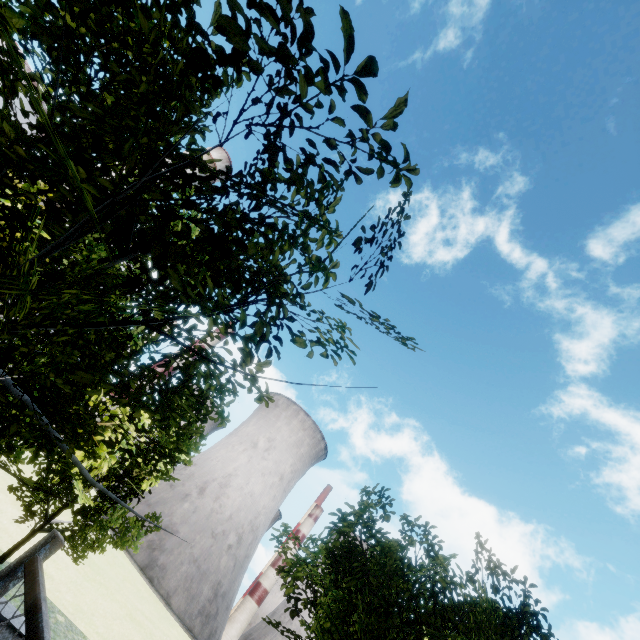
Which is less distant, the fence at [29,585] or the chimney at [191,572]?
the fence at [29,585]

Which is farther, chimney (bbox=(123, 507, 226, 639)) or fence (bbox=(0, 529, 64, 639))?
chimney (bbox=(123, 507, 226, 639))

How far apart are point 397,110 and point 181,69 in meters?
2.8 m

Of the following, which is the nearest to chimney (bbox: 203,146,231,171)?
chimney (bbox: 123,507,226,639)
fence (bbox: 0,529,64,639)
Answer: fence (bbox: 0,529,64,639)

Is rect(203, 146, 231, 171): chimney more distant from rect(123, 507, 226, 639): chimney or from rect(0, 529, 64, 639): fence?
rect(123, 507, 226, 639): chimney

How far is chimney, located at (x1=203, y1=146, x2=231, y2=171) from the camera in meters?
51.1 m

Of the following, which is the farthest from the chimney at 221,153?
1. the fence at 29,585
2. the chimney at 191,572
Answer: the chimney at 191,572

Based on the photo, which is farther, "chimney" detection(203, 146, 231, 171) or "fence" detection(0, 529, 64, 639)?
"chimney" detection(203, 146, 231, 171)
